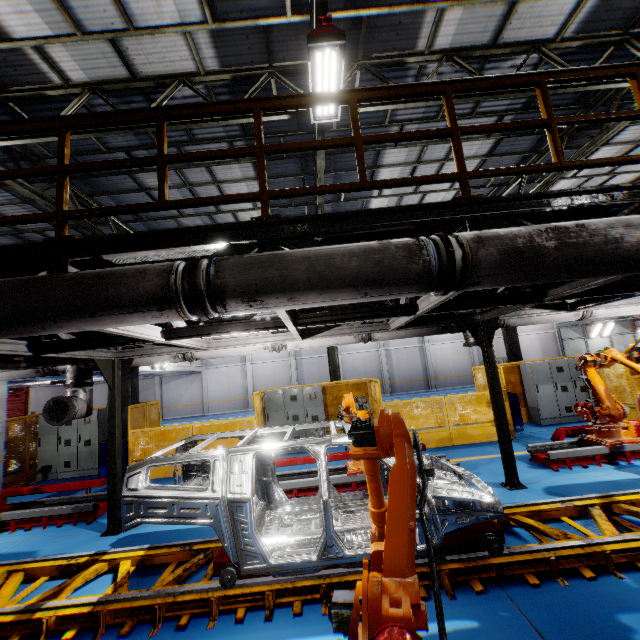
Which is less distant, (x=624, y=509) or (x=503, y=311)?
(x=624, y=509)

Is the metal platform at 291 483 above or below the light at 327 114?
below

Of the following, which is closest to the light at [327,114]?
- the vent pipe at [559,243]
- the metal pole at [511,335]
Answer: the vent pipe at [559,243]

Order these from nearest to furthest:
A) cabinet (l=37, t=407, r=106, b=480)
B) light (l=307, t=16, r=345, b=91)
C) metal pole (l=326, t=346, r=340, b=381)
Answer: light (l=307, t=16, r=345, b=91)
cabinet (l=37, t=407, r=106, b=480)
metal pole (l=326, t=346, r=340, b=381)

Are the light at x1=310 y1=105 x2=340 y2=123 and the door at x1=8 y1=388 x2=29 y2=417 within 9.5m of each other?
no

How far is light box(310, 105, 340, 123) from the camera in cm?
621

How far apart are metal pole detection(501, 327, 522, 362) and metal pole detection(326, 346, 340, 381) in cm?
603

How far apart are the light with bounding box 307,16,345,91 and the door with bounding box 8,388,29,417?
27.5m
